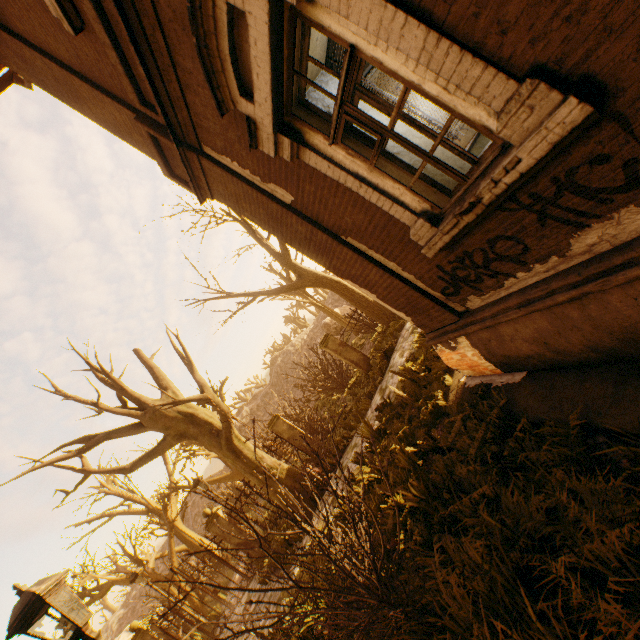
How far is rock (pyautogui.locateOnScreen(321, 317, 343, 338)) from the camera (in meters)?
37.91

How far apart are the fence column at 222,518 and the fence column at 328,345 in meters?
7.1 m

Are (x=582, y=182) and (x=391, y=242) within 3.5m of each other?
yes

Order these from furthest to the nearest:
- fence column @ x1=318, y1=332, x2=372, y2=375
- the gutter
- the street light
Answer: fence column @ x1=318, y1=332, x2=372, y2=375
the gutter
the street light

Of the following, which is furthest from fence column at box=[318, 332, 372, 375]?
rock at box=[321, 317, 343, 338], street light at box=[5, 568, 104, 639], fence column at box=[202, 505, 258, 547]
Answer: rock at box=[321, 317, 343, 338]

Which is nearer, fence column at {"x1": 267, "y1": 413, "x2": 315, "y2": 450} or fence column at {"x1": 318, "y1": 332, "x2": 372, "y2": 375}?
fence column at {"x1": 267, "y1": 413, "x2": 315, "y2": 450}

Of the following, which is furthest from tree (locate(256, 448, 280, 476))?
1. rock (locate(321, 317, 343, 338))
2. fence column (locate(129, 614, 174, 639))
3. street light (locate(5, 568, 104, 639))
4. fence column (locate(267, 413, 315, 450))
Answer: rock (locate(321, 317, 343, 338))

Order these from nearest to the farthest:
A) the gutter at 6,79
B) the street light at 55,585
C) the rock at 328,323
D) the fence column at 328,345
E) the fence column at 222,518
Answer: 1. the street light at 55,585
2. the gutter at 6,79
3. the fence column at 222,518
4. the fence column at 328,345
5. the rock at 328,323
